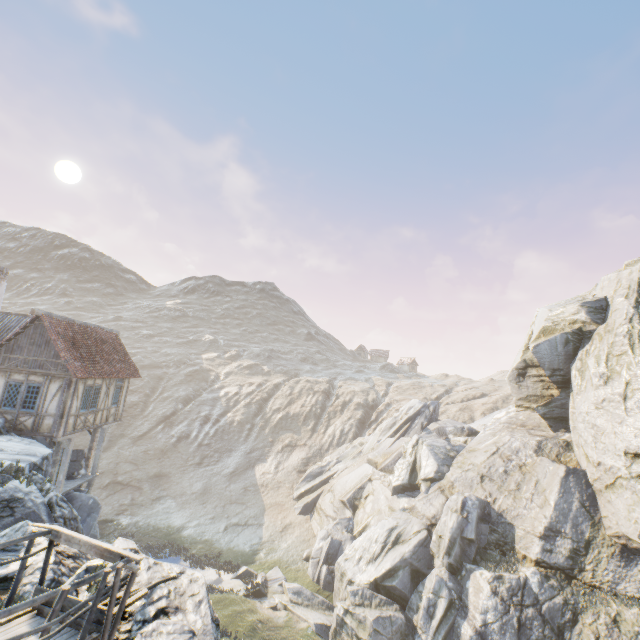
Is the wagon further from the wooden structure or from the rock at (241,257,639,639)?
the wooden structure

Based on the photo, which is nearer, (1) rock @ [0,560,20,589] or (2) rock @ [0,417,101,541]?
(1) rock @ [0,560,20,589]

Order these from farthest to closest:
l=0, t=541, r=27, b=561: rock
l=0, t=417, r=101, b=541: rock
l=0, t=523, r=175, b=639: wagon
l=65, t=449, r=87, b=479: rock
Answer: l=65, t=449, r=87, b=479: rock
l=0, t=417, r=101, b=541: rock
l=0, t=541, r=27, b=561: rock
l=0, t=523, r=175, b=639: wagon

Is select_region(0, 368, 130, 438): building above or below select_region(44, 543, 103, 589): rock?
above

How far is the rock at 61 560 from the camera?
5.6 meters

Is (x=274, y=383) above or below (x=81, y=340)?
below

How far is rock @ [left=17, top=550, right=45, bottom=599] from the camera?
5.4 meters

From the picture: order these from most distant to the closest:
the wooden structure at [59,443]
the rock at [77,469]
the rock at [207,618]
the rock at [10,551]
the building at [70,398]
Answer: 1. the rock at [77,469]
2. the wooden structure at [59,443]
3. the building at [70,398]
4. the rock at [10,551]
5. the rock at [207,618]
